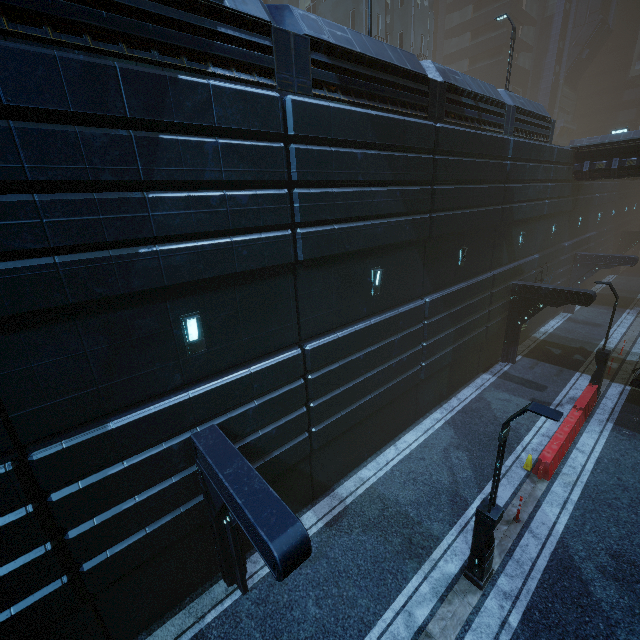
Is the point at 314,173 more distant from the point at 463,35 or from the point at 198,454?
the point at 463,35

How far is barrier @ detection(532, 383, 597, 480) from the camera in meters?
11.3 m

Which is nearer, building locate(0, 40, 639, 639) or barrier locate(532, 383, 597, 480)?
building locate(0, 40, 639, 639)

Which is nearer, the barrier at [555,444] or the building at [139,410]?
the building at [139,410]

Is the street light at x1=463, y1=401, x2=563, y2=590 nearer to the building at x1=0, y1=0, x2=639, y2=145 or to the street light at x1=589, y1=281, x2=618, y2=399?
the building at x1=0, y1=0, x2=639, y2=145

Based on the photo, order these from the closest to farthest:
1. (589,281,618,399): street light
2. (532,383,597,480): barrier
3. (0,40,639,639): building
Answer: (0,40,639,639): building
(532,383,597,480): barrier
(589,281,618,399): street light

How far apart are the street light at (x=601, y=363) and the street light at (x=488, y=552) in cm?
1133

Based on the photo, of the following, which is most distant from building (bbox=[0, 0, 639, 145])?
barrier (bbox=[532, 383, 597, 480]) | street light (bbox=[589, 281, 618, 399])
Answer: barrier (bbox=[532, 383, 597, 480])
